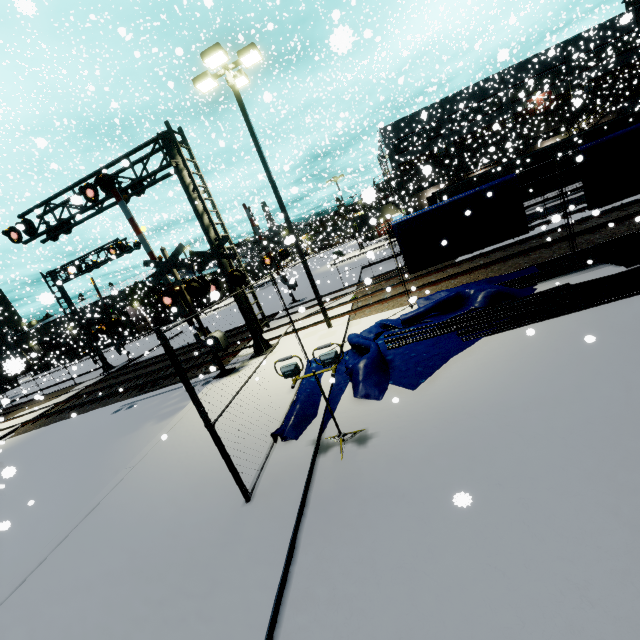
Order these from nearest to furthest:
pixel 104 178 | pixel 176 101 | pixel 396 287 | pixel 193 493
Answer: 1. pixel 193 493
2. pixel 104 178
3. pixel 396 287
4. pixel 176 101

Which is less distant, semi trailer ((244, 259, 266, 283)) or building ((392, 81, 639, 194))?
building ((392, 81, 639, 194))

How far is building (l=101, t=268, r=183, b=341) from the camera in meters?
45.8

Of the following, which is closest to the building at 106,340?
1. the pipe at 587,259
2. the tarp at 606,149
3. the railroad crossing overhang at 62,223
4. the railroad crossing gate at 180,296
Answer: the tarp at 606,149

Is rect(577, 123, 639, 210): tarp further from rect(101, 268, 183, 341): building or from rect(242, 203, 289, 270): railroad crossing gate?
rect(242, 203, 289, 270): railroad crossing gate

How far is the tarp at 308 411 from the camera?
6.4m

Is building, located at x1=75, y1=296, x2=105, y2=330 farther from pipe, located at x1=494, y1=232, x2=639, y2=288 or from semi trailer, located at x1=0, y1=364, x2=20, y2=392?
pipe, located at x1=494, y1=232, x2=639, y2=288

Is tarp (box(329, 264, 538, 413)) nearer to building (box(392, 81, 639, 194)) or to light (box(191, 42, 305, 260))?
building (box(392, 81, 639, 194))
